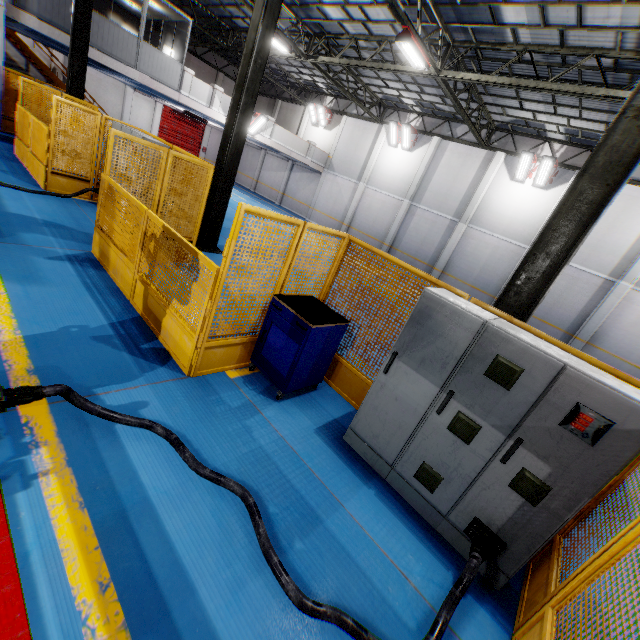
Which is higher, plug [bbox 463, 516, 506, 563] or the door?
the door

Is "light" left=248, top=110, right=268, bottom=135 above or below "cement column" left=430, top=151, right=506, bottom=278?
below

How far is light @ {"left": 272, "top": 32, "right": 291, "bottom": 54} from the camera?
14.52m

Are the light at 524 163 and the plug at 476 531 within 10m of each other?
no

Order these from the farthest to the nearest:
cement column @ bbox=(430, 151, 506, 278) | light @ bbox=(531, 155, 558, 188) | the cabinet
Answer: cement column @ bbox=(430, 151, 506, 278) < light @ bbox=(531, 155, 558, 188) < the cabinet

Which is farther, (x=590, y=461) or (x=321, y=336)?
(x=321, y=336)

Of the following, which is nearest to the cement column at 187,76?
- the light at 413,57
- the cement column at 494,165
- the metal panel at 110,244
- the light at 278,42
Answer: the light at 278,42

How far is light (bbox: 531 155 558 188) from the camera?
15.35m
